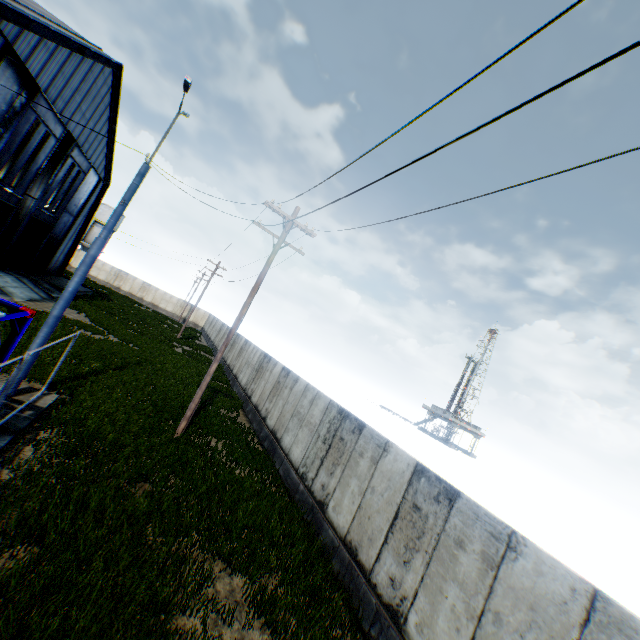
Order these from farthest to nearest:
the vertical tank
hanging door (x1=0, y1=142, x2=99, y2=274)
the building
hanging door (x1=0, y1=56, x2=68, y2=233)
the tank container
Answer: the vertical tank, hanging door (x1=0, y1=142, x2=99, y2=274), hanging door (x1=0, y1=56, x2=68, y2=233), the building, the tank container

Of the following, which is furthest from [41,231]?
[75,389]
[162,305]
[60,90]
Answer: [162,305]

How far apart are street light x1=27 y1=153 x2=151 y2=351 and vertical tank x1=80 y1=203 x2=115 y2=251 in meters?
56.2

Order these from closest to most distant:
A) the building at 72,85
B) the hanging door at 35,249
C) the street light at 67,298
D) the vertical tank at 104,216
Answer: the street light at 67,298 → the building at 72,85 → the hanging door at 35,249 → the vertical tank at 104,216

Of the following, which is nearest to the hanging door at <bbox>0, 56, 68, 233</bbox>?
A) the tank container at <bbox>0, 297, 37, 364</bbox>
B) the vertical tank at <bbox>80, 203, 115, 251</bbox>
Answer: the tank container at <bbox>0, 297, 37, 364</bbox>

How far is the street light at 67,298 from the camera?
9.1m

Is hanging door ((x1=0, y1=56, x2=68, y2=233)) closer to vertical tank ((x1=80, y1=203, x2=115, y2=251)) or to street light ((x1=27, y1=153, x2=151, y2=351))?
street light ((x1=27, y1=153, x2=151, y2=351))

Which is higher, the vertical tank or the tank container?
the vertical tank
